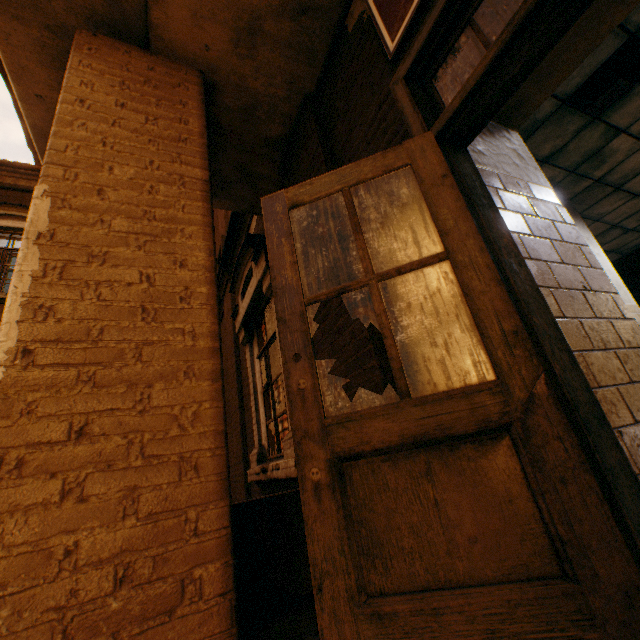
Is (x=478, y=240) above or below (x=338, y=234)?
below

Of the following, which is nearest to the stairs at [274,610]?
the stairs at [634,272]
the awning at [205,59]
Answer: the awning at [205,59]

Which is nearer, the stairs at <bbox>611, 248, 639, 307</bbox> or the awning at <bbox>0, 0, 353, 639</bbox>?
the awning at <bbox>0, 0, 353, 639</bbox>

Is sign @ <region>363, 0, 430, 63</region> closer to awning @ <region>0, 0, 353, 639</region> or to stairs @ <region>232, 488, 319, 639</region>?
awning @ <region>0, 0, 353, 639</region>

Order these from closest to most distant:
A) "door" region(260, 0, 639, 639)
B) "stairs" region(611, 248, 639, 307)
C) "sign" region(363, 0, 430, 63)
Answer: "door" region(260, 0, 639, 639), "sign" region(363, 0, 430, 63), "stairs" region(611, 248, 639, 307)

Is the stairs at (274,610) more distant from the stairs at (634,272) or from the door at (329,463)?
the stairs at (634,272)

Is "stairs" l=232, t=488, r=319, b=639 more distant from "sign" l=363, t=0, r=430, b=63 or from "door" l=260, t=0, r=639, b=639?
"sign" l=363, t=0, r=430, b=63

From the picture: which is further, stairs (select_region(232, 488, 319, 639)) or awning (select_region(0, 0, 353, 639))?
stairs (select_region(232, 488, 319, 639))
